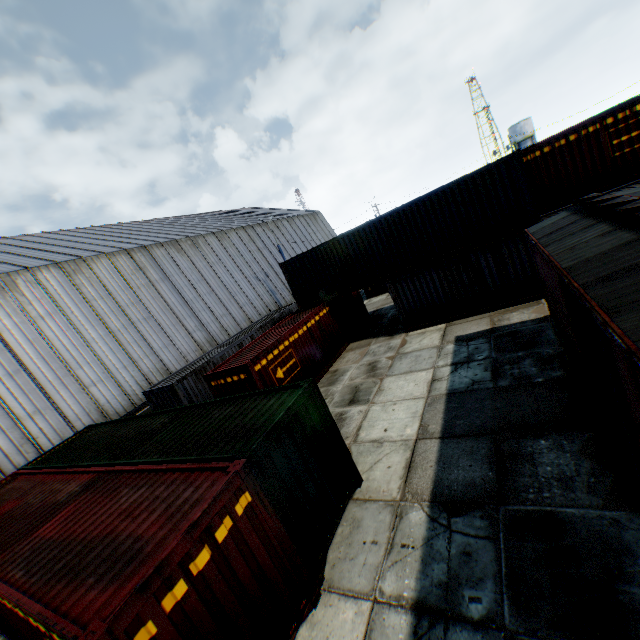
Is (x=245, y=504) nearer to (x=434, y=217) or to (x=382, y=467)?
(x=382, y=467)

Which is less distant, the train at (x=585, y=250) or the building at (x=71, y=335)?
the train at (x=585, y=250)

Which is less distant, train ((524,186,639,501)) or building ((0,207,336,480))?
train ((524,186,639,501))
